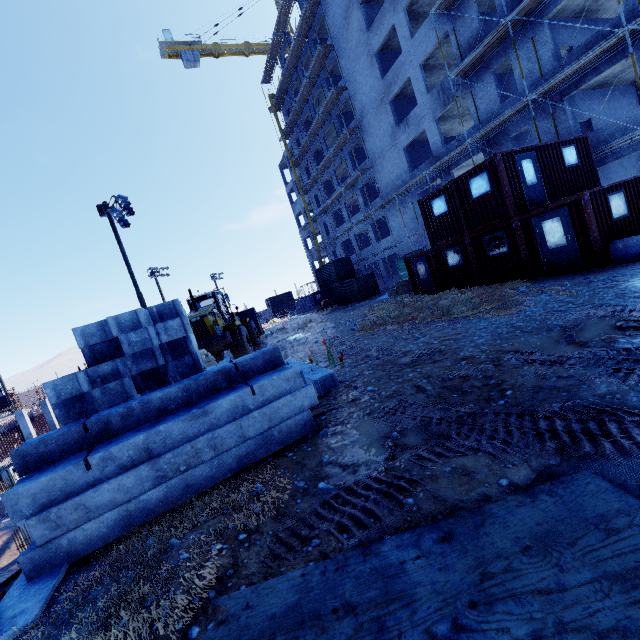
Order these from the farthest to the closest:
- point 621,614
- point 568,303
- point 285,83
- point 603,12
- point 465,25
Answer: point 285,83 < point 465,25 < point 603,12 < point 568,303 < point 621,614

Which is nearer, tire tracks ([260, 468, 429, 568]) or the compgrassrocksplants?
tire tracks ([260, 468, 429, 568])

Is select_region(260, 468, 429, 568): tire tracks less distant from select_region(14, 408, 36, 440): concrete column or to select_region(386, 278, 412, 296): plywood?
select_region(386, 278, 412, 296): plywood

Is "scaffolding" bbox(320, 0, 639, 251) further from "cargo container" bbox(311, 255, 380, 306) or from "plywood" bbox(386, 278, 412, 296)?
"cargo container" bbox(311, 255, 380, 306)

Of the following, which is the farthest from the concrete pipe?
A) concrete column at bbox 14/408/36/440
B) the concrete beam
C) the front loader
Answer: the concrete beam

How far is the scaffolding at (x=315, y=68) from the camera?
30.97m

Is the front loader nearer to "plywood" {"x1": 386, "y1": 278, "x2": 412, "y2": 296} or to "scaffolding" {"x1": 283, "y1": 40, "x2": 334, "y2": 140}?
"plywood" {"x1": 386, "y1": 278, "x2": 412, "y2": 296}
